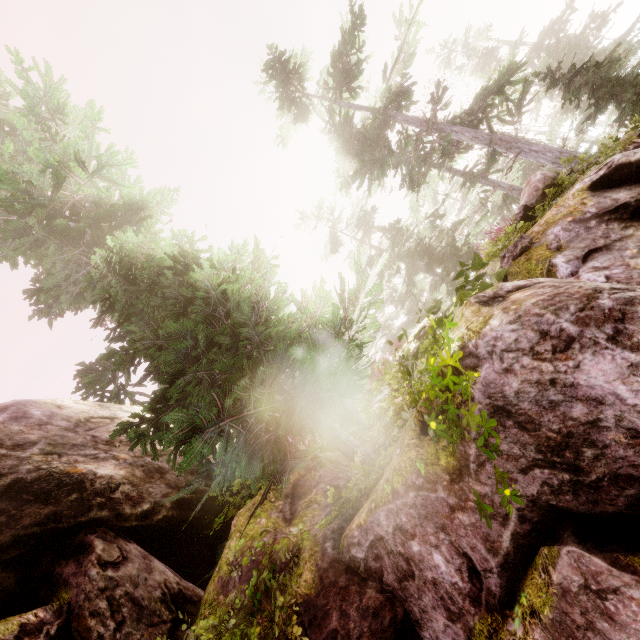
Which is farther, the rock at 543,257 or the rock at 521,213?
the rock at 521,213

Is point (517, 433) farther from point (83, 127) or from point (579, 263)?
point (83, 127)

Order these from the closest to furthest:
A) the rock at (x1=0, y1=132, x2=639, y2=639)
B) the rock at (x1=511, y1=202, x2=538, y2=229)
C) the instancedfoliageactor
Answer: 1. the rock at (x1=0, y1=132, x2=639, y2=639)
2. the instancedfoliageactor
3. the rock at (x1=511, y1=202, x2=538, y2=229)

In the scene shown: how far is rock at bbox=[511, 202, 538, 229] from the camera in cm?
779

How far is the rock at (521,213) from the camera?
7.8m

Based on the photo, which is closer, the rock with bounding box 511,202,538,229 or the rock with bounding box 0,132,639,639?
the rock with bounding box 0,132,639,639

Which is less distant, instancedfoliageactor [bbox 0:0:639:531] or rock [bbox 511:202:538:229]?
instancedfoliageactor [bbox 0:0:639:531]
